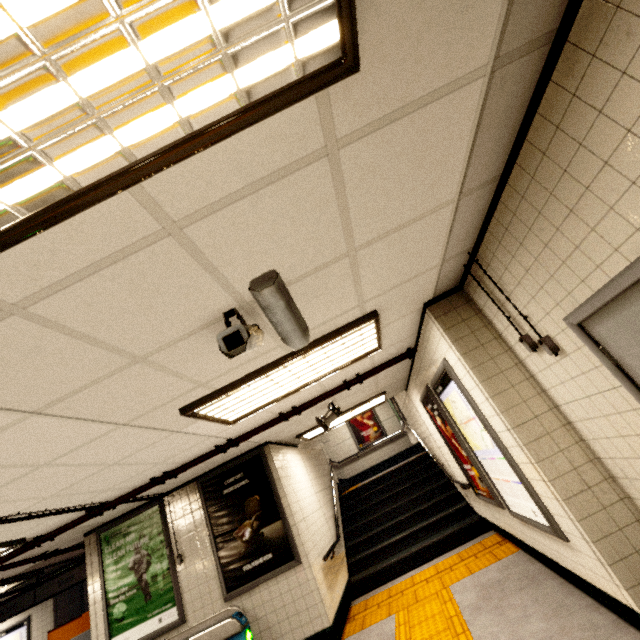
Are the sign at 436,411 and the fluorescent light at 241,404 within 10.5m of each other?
yes

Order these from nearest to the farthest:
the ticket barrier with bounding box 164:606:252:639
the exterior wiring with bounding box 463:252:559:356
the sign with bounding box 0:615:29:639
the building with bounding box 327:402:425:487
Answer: the exterior wiring with bounding box 463:252:559:356 < the ticket barrier with bounding box 164:606:252:639 < the sign with bounding box 0:615:29:639 < the building with bounding box 327:402:425:487

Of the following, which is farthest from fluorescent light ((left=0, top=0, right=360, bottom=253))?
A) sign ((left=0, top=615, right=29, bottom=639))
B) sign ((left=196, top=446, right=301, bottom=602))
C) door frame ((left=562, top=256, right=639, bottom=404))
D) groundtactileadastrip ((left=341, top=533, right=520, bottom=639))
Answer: sign ((left=0, top=615, right=29, bottom=639))

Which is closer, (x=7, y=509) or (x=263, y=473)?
(x=7, y=509)

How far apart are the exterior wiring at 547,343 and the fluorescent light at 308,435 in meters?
4.1 m

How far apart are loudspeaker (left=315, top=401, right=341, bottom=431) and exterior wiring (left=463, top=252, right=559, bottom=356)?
3.2 meters

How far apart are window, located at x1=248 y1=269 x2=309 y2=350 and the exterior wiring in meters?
1.6 m

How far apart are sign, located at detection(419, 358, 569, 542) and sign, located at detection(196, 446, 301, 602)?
2.96m
